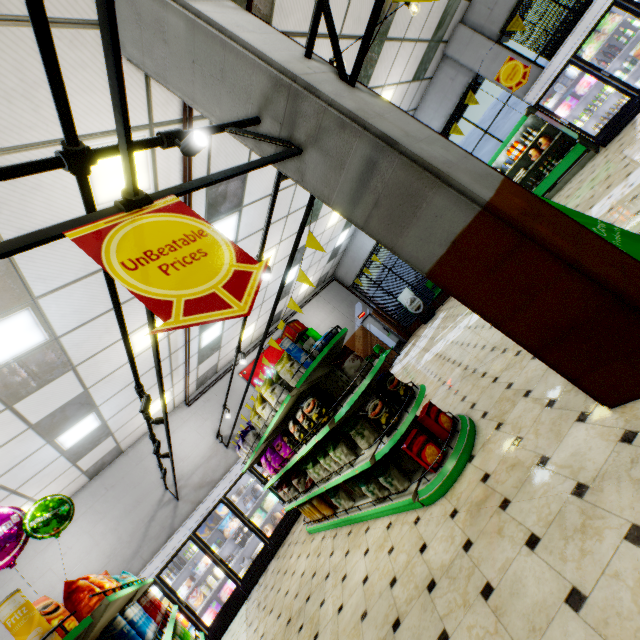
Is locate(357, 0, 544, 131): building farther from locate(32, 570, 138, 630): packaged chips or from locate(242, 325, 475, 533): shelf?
locate(32, 570, 138, 630): packaged chips

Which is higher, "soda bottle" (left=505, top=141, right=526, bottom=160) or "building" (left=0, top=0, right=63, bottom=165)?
"building" (left=0, top=0, right=63, bottom=165)

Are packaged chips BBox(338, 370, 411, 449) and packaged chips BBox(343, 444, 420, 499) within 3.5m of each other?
yes

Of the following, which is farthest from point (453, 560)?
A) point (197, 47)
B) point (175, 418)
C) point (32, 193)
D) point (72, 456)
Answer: point (175, 418)

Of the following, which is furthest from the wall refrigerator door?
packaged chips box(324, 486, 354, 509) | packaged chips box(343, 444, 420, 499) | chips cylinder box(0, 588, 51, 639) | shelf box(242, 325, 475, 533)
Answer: chips cylinder box(0, 588, 51, 639)

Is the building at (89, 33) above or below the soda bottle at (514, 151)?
above

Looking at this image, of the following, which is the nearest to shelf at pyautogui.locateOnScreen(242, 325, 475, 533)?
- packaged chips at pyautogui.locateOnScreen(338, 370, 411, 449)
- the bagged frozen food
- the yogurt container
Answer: packaged chips at pyautogui.locateOnScreen(338, 370, 411, 449)

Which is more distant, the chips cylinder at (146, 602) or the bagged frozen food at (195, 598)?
the bagged frozen food at (195, 598)
